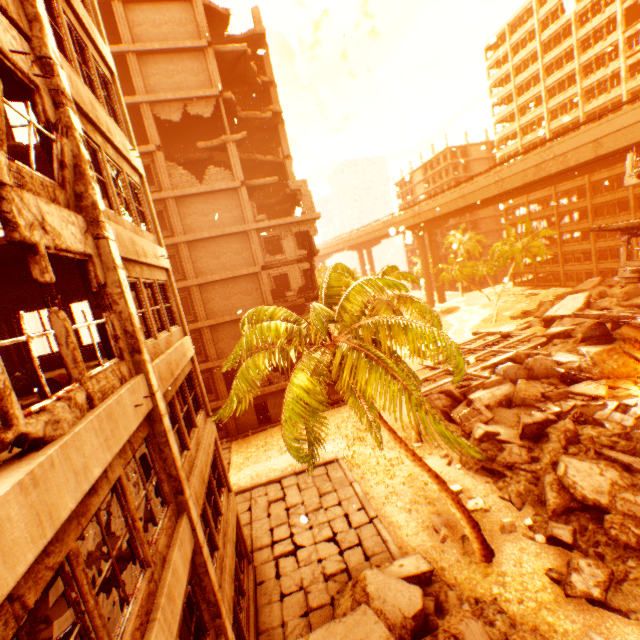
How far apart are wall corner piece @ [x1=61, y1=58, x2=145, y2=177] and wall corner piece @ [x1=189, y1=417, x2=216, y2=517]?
8.23m

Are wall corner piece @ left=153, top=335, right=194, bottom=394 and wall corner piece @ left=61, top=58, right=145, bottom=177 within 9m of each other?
yes

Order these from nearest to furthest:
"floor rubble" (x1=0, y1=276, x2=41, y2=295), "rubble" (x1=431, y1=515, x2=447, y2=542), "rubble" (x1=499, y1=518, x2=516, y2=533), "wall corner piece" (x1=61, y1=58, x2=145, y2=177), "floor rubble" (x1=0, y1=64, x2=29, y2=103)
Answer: "floor rubble" (x1=0, y1=64, x2=29, y2=103), "wall corner piece" (x1=61, y1=58, x2=145, y2=177), "floor rubble" (x1=0, y1=276, x2=41, y2=295), "rubble" (x1=499, y1=518, x2=516, y2=533), "rubble" (x1=431, y1=515, x2=447, y2=542)

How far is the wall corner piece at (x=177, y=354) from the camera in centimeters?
704cm

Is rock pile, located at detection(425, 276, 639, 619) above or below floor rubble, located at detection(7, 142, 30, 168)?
below

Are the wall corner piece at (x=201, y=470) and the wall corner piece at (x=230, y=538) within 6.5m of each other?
yes

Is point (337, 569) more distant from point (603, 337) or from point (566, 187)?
point (566, 187)

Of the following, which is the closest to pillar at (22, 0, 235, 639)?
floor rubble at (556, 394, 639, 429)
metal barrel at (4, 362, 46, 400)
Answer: metal barrel at (4, 362, 46, 400)
